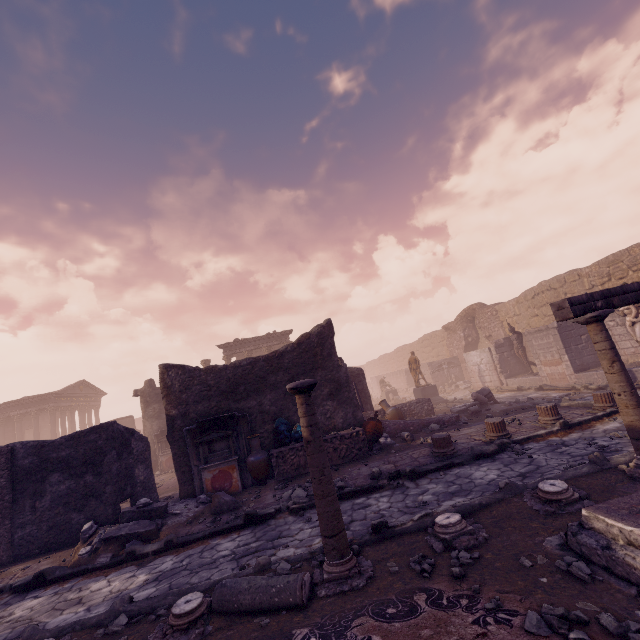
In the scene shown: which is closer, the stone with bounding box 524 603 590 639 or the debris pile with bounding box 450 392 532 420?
the stone with bounding box 524 603 590 639

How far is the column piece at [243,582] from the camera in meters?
3.7

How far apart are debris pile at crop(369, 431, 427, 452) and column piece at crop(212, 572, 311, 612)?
5.76m

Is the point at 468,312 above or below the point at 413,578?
above

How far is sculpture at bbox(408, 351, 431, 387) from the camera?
19.23m

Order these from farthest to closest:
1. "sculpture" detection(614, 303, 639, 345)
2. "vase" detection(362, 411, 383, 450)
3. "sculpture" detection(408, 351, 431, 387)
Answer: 1. "sculpture" detection(408, 351, 431, 387)
2. "sculpture" detection(614, 303, 639, 345)
3. "vase" detection(362, 411, 383, 450)

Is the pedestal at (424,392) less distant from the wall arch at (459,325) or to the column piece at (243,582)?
the wall arch at (459,325)

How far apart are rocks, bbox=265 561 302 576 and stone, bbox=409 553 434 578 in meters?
1.5
